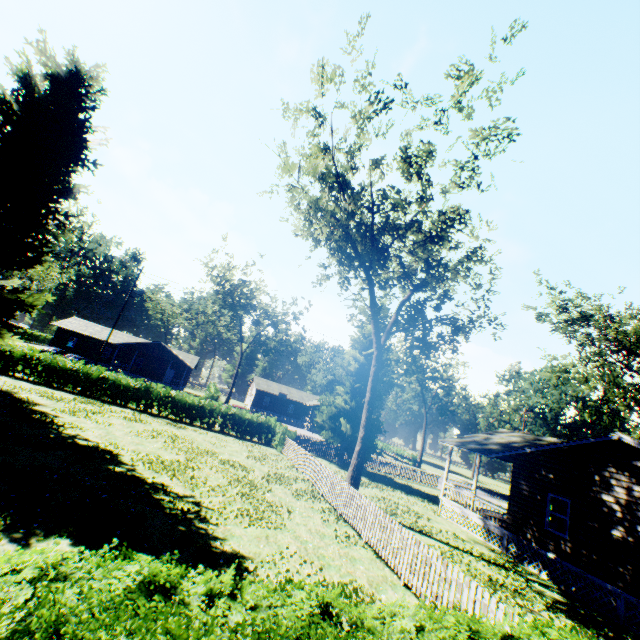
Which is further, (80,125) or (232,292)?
(232,292)

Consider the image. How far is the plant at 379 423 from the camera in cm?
2859

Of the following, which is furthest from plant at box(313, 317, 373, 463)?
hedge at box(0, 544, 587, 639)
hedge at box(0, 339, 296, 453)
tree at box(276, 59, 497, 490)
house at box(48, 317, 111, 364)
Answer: house at box(48, 317, 111, 364)

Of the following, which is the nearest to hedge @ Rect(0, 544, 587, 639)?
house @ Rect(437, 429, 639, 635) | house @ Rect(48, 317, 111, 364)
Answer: house @ Rect(437, 429, 639, 635)

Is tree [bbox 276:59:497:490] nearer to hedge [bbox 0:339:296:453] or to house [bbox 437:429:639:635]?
house [bbox 437:429:639:635]

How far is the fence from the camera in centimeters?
744cm

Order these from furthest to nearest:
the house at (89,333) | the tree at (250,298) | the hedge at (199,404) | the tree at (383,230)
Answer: the house at (89,333) < the tree at (250,298) < the hedge at (199,404) < the tree at (383,230)

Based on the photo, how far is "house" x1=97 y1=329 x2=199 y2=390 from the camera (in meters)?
47.84
